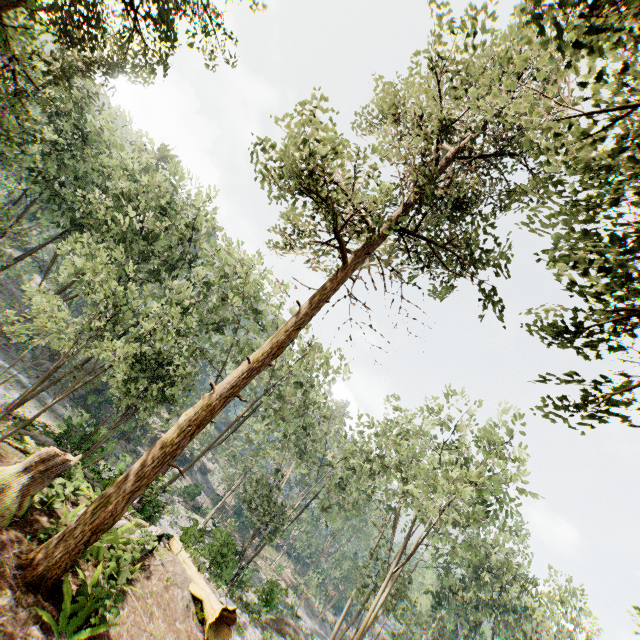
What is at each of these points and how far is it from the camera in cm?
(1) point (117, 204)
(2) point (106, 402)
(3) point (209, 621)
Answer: (1) foliage, 2188
(2) rock, 4081
(3) tree trunk, 1119

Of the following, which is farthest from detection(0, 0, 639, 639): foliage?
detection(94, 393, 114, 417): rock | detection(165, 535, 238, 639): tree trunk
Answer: detection(165, 535, 238, 639): tree trunk

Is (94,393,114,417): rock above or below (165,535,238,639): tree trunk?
below

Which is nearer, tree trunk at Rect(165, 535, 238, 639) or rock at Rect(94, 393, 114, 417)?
tree trunk at Rect(165, 535, 238, 639)

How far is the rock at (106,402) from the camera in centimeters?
3896cm

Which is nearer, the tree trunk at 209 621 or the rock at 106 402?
the tree trunk at 209 621
